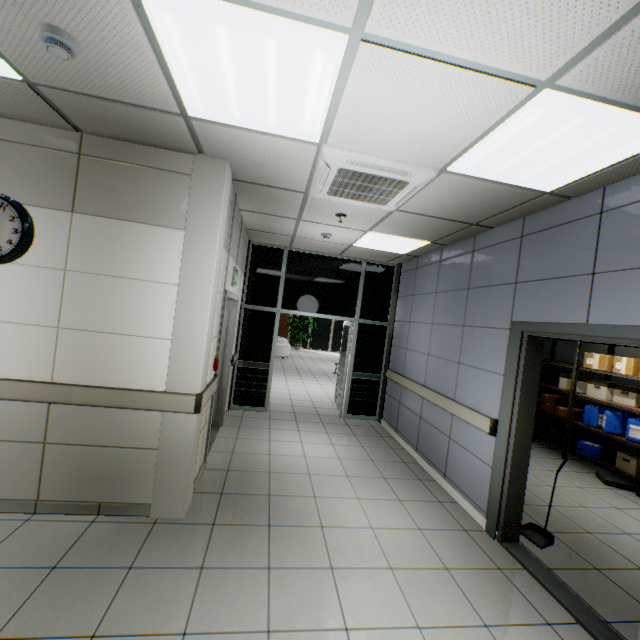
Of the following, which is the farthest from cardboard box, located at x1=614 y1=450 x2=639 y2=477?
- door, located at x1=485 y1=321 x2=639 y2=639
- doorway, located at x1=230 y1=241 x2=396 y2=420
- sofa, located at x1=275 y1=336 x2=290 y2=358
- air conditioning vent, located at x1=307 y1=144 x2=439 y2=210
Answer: sofa, located at x1=275 y1=336 x2=290 y2=358

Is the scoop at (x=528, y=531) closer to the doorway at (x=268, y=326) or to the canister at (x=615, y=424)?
the canister at (x=615, y=424)

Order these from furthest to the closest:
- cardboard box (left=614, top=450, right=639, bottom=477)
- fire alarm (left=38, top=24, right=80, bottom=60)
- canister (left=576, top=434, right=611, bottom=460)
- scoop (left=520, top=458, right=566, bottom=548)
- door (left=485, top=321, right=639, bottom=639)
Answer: canister (left=576, top=434, right=611, bottom=460)
cardboard box (left=614, top=450, right=639, bottom=477)
scoop (left=520, top=458, right=566, bottom=548)
door (left=485, top=321, right=639, bottom=639)
fire alarm (left=38, top=24, right=80, bottom=60)

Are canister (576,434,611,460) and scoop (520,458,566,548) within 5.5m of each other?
yes

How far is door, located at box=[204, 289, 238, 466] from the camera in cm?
387

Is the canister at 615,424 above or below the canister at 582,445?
above

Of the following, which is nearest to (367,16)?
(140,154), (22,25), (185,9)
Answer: (185,9)

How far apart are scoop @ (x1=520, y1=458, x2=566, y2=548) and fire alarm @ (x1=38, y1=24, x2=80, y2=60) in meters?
5.2
